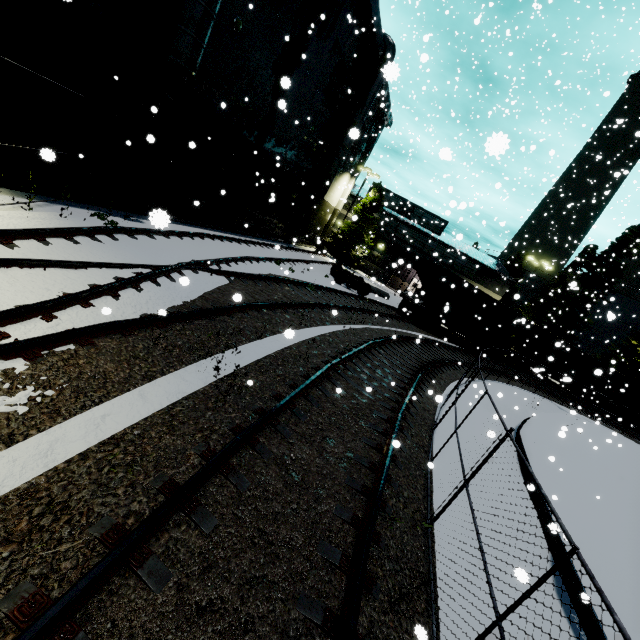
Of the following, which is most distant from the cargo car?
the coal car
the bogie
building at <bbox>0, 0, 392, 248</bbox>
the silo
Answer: the bogie

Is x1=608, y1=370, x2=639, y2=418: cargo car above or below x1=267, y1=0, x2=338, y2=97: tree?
below

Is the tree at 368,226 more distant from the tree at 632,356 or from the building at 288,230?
the tree at 632,356

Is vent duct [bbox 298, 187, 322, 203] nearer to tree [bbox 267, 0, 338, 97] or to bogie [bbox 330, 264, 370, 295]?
tree [bbox 267, 0, 338, 97]

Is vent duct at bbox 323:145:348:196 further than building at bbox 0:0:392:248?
Yes

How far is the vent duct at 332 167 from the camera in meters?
24.9 m

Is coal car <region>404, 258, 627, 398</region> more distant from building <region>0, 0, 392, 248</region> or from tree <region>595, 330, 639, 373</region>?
tree <region>595, 330, 639, 373</region>

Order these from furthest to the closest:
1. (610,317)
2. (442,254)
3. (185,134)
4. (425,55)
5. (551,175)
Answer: (442,254), (551,175), (185,134), (610,317), (425,55)
